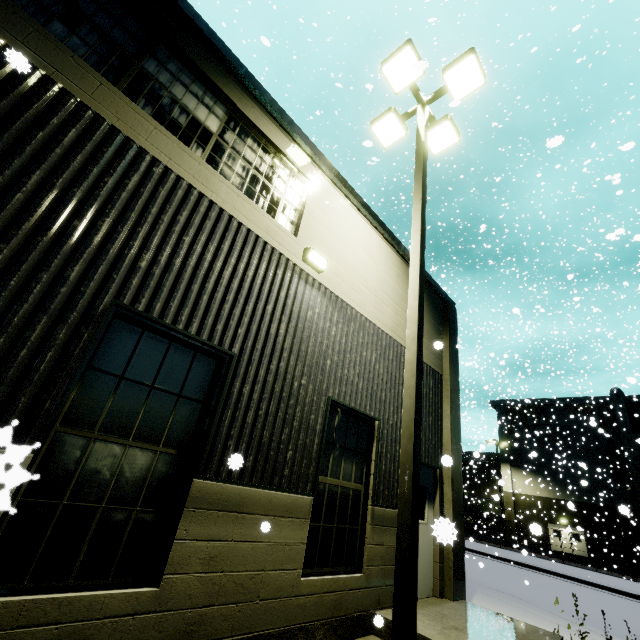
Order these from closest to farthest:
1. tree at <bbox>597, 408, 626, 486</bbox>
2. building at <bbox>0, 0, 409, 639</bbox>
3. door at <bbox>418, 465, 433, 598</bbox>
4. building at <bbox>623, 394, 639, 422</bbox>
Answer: building at <bbox>0, 0, 409, 639</bbox>, door at <bbox>418, 465, 433, 598</bbox>, tree at <bbox>597, 408, 626, 486</bbox>, building at <bbox>623, 394, 639, 422</bbox>

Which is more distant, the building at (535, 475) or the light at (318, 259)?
the building at (535, 475)

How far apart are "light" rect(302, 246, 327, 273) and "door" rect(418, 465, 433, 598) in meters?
4.4 m

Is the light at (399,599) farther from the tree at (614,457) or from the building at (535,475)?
the tree at (614,457)

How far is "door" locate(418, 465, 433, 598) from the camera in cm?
666

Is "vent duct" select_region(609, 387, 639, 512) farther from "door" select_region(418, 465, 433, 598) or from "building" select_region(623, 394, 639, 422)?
"door" select_region(418, 465, 433, 598)

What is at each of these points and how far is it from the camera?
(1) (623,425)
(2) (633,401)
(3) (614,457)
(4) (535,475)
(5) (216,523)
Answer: (1) vent duct, 32.19m
(2) building, 33.16m
(3) tree, 32.59m
(4) building, 36.69m
(5) building, 3.72m

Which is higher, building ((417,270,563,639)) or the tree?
the tree
